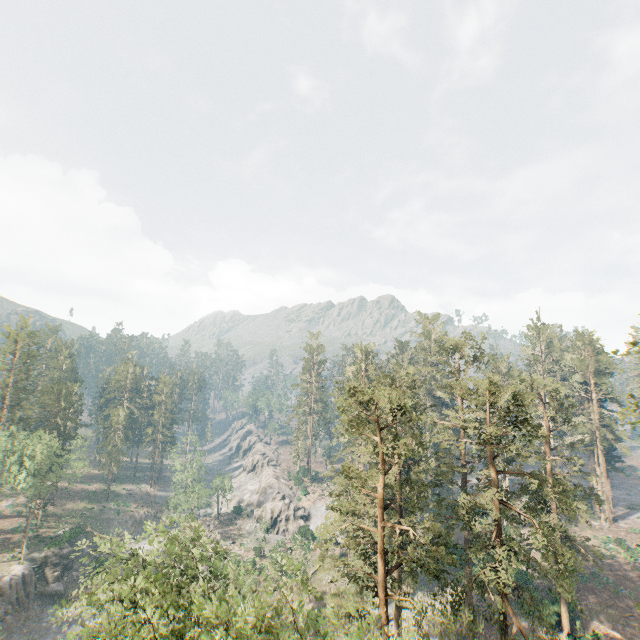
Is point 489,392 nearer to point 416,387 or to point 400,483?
point 400,483

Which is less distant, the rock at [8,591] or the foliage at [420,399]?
the foliage at [420,399]

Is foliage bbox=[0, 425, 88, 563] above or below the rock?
above

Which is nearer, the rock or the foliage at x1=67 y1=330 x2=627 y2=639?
the foliage at x1=67 y1=330 x2=627 y2=639

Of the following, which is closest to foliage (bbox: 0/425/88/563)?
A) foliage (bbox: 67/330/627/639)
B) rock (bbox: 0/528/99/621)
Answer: foliage (bbox: 67/330/627/639)

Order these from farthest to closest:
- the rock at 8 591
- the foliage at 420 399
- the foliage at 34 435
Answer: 1. the foliage at 34 435
2. the rock at 8 591
3. the foliage at 420 399

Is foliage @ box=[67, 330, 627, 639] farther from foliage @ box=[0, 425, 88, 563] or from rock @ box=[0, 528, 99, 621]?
rock @ box=[0, 528, 99, 621]
